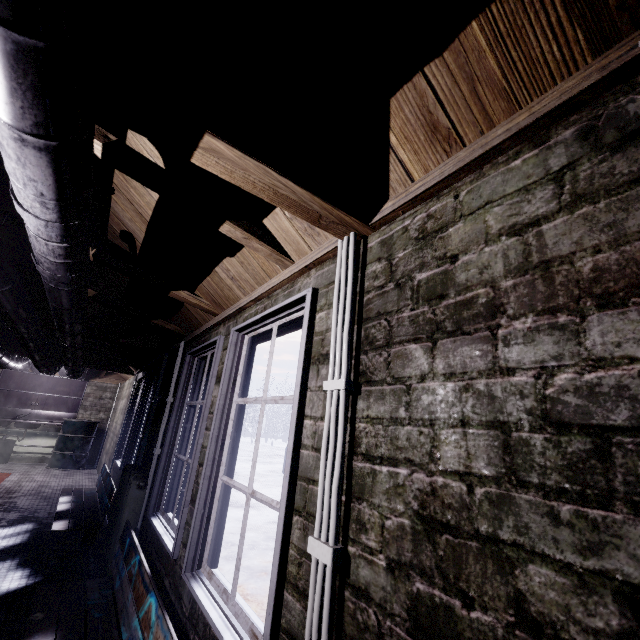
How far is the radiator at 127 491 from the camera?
2.5m

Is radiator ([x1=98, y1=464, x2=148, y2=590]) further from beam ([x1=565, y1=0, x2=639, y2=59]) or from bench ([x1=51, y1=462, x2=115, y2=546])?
beam ([x1=565, y1=0, x2=639, y2=59])

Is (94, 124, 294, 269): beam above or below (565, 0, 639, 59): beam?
above

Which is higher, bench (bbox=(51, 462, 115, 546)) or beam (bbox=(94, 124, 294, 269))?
beam (bbox=(94, 124, 294, 269))

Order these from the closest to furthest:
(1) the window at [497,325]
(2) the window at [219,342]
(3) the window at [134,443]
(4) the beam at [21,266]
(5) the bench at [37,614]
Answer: (1) the window at [497,325], (2) the window at [219,342], (5) the bench at [37,614], (4) the beam at [21,266], (3) the window at [134,443]

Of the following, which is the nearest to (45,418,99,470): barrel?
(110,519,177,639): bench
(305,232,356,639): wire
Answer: (110,519,177,639): bench

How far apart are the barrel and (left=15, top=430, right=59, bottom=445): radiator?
0.40m

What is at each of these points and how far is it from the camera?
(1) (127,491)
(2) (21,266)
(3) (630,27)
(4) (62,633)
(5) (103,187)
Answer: (1) radiator, 2.67m
(2) beam, 2.44m
(3) beam, 0.57m
(4) bench, 1.64m
(5) pipe, 1.13m
